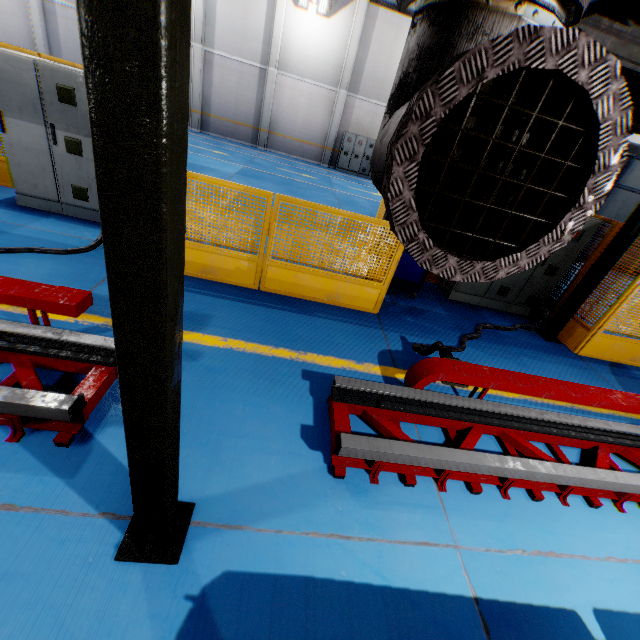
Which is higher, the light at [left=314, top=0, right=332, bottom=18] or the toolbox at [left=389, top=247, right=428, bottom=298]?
the light at [left=314, top=0, right=332, bottom=18]

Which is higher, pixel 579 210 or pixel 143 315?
pixel 579 210

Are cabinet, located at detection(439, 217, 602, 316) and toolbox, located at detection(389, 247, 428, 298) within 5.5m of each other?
yes

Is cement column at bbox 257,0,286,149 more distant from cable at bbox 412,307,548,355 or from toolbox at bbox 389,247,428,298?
cable at bbox 412,307,548,355

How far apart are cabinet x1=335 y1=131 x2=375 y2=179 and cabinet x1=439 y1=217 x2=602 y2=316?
15.63m

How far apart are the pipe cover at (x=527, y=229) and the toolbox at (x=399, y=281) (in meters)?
4.75

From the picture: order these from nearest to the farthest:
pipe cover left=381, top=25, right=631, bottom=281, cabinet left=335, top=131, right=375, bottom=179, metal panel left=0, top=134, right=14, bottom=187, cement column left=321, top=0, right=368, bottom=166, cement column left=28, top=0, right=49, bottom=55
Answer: pipe cover left=381, top=25, right=631, bottom=281 → metal panel left=0, top=134, right=14, bottom=187 → cement column left=28, top=0, right=49, bottom=55 → cement column left=321, top=0, right=368, bottom=166 → cabinet left=335, top=131, right=375, bottom=179

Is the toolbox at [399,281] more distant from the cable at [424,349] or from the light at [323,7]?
the light at [323,7]
